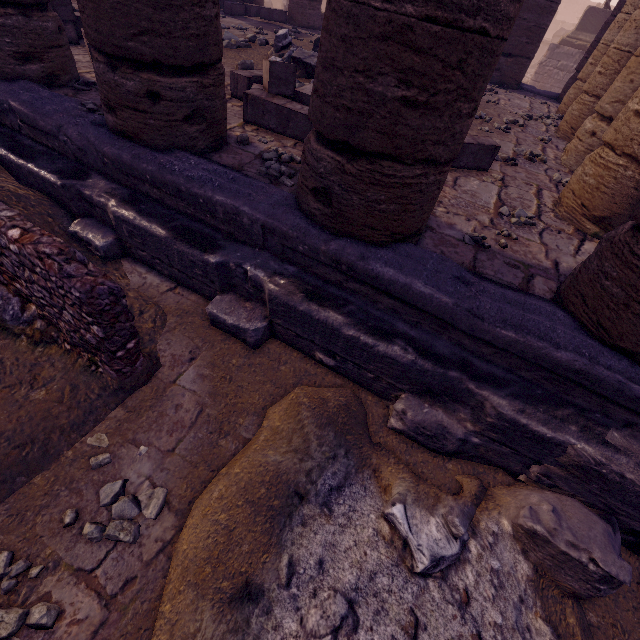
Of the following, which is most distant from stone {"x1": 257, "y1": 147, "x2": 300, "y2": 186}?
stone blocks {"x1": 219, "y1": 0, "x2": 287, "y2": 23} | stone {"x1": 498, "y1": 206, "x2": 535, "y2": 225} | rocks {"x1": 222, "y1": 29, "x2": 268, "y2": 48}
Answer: stone blocks {"x1": 219, "y1": 0, "x2": 287, "y2": 23}

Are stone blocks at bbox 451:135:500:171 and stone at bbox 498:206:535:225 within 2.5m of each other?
yes

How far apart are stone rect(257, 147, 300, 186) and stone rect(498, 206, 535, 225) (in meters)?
2.06

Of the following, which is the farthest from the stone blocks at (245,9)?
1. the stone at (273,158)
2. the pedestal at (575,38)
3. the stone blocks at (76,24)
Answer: the pedestal at (575,38)

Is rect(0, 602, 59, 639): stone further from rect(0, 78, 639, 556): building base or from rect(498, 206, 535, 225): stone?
rect(498, 206, 535, 225): stone

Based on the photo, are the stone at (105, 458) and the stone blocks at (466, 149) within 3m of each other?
no

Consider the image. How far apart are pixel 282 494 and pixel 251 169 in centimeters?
279cm

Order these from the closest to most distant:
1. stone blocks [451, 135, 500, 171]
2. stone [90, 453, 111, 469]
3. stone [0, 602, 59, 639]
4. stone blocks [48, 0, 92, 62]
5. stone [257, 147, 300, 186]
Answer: stone [0, 602, 59, 639] → stone [90, 453, 111, 469] → stone [257, 147, 300, 186] → stone blocks [451, 135, 500, 171] → stone blocks [48, 0, 92, 62]
